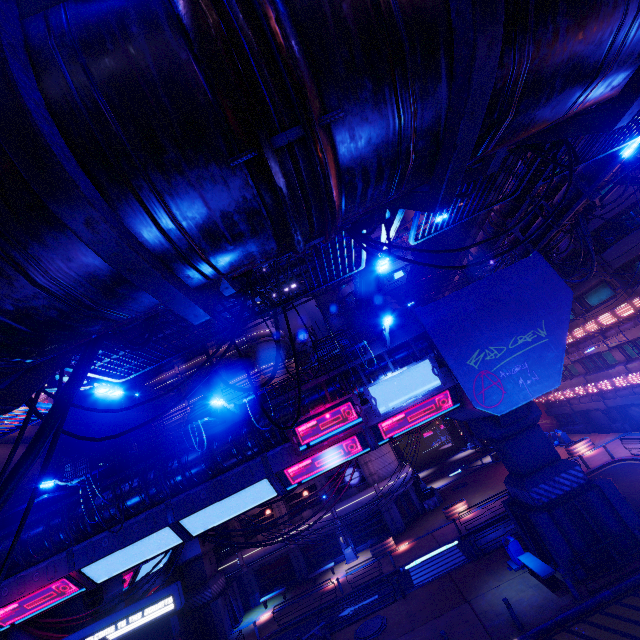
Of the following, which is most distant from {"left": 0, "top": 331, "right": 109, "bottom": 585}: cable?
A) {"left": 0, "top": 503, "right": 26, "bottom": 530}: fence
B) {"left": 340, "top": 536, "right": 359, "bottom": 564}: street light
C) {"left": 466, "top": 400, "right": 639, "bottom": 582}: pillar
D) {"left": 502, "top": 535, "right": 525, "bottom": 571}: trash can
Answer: {"left": 340, "top": 536, "right": 359, "bottom": 564}: street light

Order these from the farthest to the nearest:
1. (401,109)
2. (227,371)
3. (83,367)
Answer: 1. (227,371)
2. (83,367)
3. (401,109)

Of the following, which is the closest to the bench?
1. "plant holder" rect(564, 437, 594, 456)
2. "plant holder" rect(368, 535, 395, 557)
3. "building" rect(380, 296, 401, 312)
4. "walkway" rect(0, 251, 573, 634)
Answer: "walkway" rect(0, 251, 573, 634)

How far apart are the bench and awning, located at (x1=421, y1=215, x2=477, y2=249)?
18.6 meters

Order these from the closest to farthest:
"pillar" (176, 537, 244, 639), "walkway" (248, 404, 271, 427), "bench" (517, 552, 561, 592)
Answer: "bench" (517, 552, 561, 592)
"walkway" (248, 404, 271, 427)
"pillar" (176, 537, 244, 639)

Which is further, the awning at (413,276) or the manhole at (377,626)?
the awning at (413,276)

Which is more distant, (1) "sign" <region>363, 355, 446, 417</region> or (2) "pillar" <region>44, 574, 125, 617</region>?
(2) "pillar" <region>44, 574, 125, 617</region>

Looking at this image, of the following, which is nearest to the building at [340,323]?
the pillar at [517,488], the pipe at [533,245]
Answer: the pipe at [533,245]
